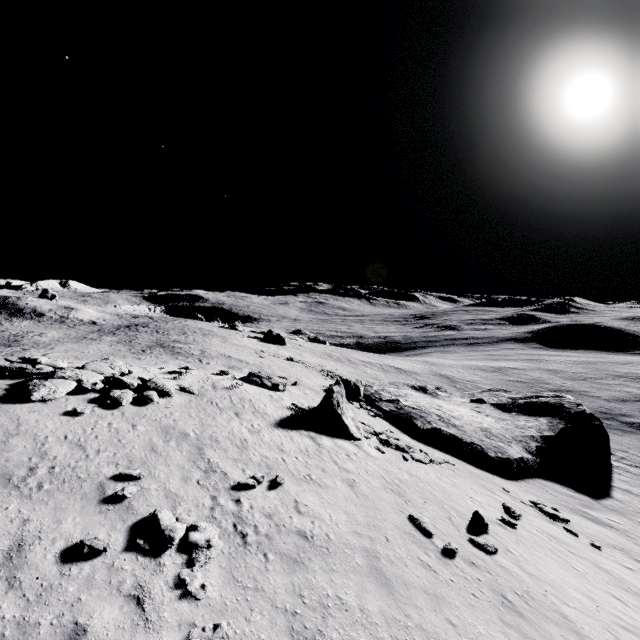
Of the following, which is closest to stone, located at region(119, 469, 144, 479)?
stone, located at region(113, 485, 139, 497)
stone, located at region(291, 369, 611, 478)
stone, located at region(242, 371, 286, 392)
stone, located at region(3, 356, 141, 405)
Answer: Answer: stone, located at region(113, 485, 139, 497)

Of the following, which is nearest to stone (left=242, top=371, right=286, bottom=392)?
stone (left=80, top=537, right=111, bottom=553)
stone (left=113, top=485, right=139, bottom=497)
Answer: stone (left=113, top=485, right=139, bottom=497)

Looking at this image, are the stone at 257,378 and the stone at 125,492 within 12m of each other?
no

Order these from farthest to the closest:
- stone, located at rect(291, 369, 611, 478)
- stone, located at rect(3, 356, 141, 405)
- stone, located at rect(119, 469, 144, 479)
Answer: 1. stone, located at rect(291, 369, 611, 478)
2. stone, located at rect(3, 356, 141, 405)
3. stone, located at rect(119, 469, 144, 479)

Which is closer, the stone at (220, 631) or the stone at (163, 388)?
the stone at (220, 631)

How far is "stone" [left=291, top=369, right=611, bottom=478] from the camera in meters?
21.6

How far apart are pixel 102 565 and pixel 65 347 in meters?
36.2 m

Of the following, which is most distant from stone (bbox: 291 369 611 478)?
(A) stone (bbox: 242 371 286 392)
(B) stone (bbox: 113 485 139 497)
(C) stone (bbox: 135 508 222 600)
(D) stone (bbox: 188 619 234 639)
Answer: (D) stone (bbox: 188 619 234 639)
